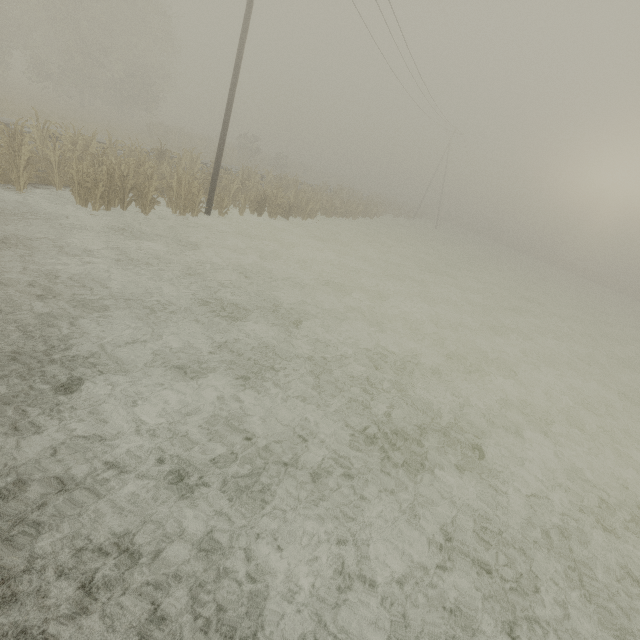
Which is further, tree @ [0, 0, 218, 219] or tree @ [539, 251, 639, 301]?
tree @ [539, 251, 639, 301]

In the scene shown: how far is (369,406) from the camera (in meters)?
6.84

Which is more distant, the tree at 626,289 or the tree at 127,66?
the tree at 626,289

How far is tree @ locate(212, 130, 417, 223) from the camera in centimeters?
1755cm

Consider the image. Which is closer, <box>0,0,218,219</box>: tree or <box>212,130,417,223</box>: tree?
<box>0,0,218,219</box>: tree

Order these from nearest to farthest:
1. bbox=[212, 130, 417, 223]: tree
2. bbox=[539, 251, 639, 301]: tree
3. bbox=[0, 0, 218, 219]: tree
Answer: bbox=[0, 0, 218, 219]: tree → bbox=[212, 130, 417, 223]: tree → bbox=[539, 251, 639, 301]: tree

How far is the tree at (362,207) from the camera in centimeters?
1755cm
